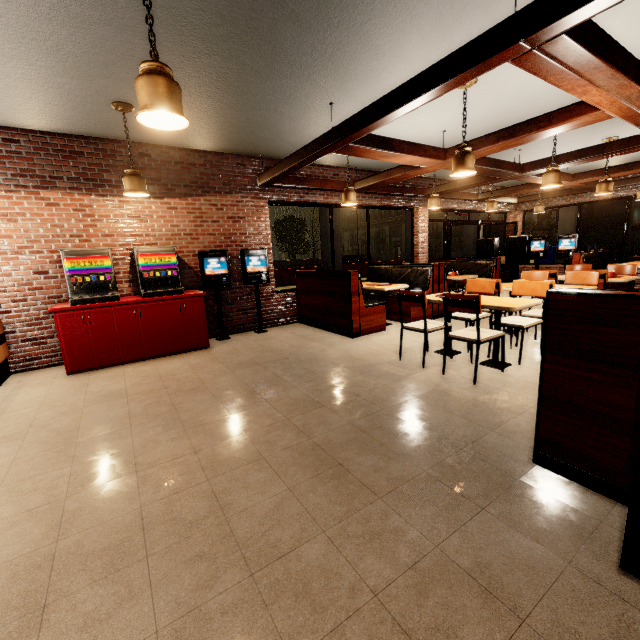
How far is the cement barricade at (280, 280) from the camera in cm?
1717

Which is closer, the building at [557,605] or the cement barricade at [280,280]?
the building at [557,605]

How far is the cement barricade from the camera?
17.2m

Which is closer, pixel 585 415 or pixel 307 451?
pixel 585 415

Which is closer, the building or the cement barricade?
the building
